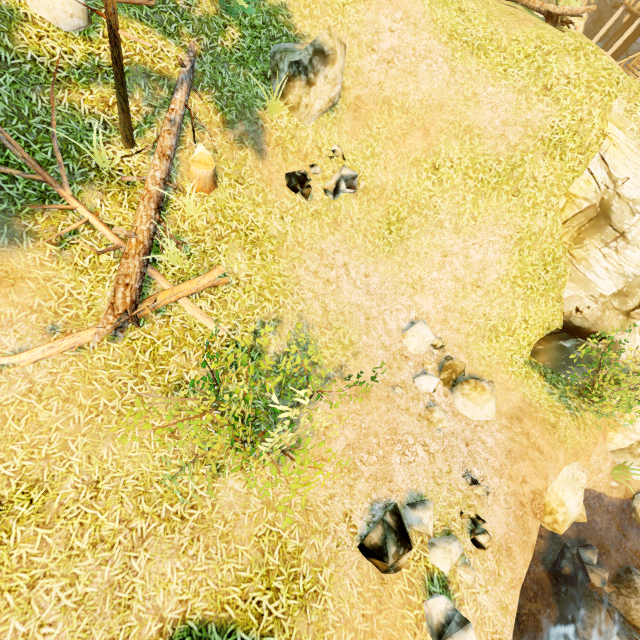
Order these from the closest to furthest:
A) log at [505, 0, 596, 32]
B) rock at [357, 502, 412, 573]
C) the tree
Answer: the tree, rock at [357, 502, 412, 573], log at [505, 0, 596, 32]

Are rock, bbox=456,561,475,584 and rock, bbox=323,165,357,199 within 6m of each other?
no

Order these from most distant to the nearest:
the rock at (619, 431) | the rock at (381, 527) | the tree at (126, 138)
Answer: the rock at (619, 431), the rock at (381, 527), the tree at (126, 138)

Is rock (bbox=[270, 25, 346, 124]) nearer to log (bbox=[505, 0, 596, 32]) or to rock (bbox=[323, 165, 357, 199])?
rock (bbox=[323, 165, 357, 199])

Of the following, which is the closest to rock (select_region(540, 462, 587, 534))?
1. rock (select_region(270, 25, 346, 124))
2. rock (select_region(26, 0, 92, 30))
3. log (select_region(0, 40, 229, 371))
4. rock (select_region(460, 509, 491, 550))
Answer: rock (select_region(460, 509, 491, 550))

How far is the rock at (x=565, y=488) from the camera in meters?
8.6 m

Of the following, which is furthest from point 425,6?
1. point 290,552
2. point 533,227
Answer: point 290,552

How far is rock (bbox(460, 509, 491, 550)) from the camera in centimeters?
595cm
